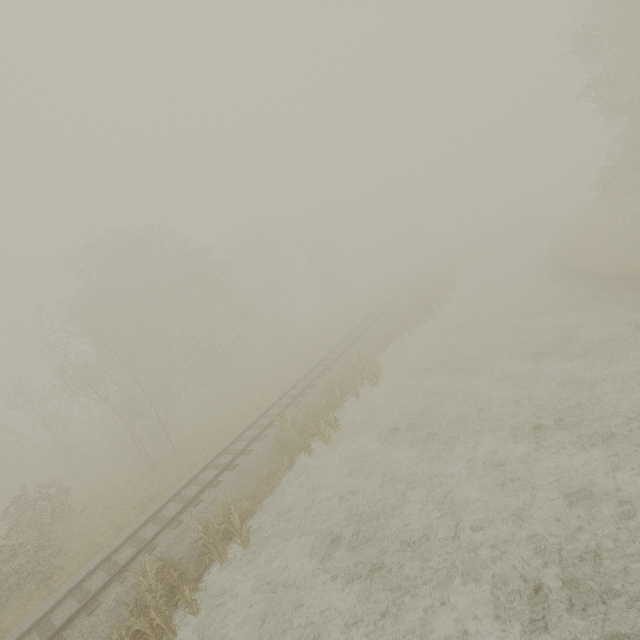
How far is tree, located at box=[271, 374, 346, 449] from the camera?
14.2 meters

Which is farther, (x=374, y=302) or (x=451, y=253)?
(x=451, y=253)

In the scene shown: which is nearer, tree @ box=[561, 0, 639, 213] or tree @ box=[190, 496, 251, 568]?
tree @ box=[190, 496, 251, 568]

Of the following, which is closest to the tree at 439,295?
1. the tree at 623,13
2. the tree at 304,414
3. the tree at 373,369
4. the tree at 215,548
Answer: the tree at 373,369

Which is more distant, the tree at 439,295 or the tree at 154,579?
the tree at 439,295

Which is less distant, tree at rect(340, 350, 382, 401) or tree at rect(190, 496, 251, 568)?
tree at rect(190, 496, 251, 568)

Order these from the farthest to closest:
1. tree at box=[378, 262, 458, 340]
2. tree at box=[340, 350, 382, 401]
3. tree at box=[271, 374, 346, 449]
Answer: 1. tree at box=[378, 262, 458, 340]
2. tree at box=[340, 350, 382, 401]
3. tree at box=[271, 374, 346, 449]

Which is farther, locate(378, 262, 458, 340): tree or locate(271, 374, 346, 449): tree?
locate(378, 262, 458, 340): tree
